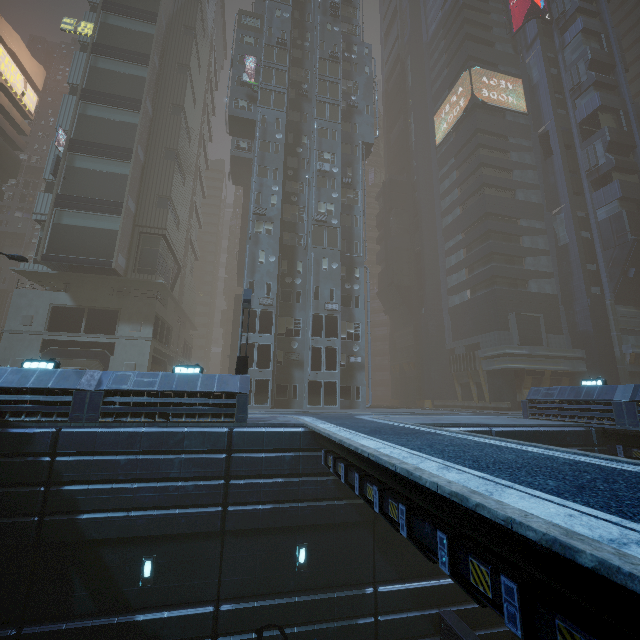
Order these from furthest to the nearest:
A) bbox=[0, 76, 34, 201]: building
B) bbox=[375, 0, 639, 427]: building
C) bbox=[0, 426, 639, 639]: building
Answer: bbox=[0, 76, 34, 201]: building
bbox=[375, 0, 639, 427]: building
bbox=[0, 426, 639, 639]: building

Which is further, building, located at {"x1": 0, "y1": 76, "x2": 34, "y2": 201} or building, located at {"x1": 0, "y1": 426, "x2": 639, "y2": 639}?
building, located at {"x1": 0, "y1": 76, "x2": 34, "y2": 201}

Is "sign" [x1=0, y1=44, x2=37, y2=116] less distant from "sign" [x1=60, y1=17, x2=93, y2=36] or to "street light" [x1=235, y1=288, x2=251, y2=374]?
"sign" [x1=60, y1=17, x2=93, y2=36]

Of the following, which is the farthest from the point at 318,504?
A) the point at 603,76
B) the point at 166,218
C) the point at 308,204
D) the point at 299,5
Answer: the point at 603,76

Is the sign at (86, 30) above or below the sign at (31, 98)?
below

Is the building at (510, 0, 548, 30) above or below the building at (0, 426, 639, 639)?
above

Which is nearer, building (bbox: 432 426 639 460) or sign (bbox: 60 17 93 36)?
building (bbox: 432 426 639 460)

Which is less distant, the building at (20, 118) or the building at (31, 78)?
the building at (31, 78)
